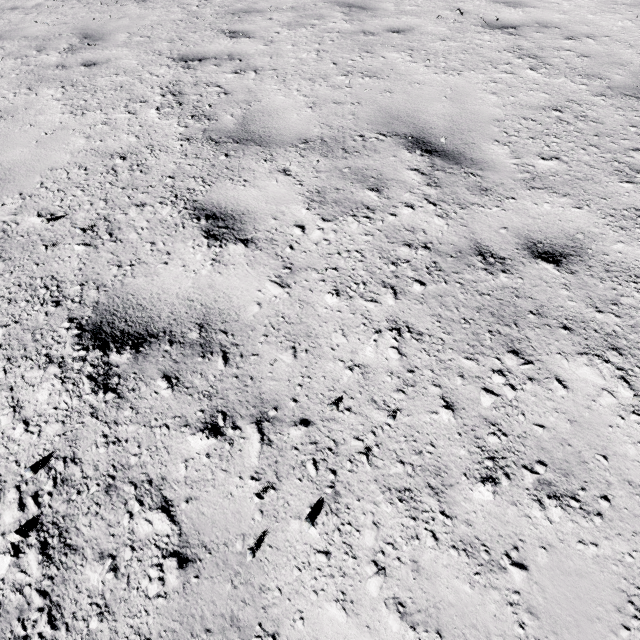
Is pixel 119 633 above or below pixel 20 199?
below
